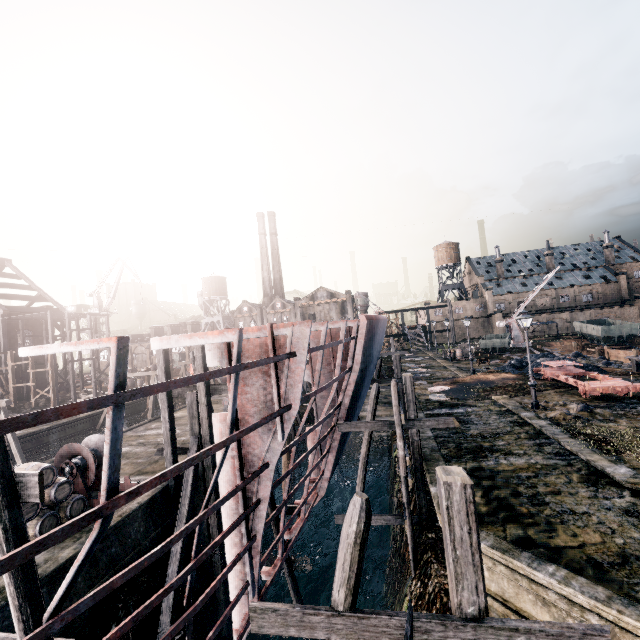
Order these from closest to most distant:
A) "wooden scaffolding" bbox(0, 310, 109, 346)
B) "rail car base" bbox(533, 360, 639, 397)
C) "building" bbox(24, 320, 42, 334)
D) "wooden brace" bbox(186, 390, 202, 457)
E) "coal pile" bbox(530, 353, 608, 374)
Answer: "wooden brace" bbox(186, 390, 202, 457)
"rail car base" bbox(533, 360, 639, 397)
"coal pile" bbox(530, 353, 608, 374)
"wooden scaffolding" bbox(0, 310, 109, 346)
"building" bbox(24, 320, 42, 334)

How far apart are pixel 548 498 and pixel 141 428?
27.56m

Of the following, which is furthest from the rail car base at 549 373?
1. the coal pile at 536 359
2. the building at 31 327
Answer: the building at 31 327

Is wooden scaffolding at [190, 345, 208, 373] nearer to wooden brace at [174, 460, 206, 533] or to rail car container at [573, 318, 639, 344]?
wooden brace at [174, 460, 206, 533]

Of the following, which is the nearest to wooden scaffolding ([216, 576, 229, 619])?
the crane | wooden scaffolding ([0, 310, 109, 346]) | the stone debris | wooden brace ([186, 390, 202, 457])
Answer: wooden brace ([186, 390, 202, 457])

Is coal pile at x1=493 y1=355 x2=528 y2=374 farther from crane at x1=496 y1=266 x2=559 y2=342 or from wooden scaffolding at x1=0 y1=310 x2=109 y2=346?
wooden scaffolding at x1=0 y1=310 x2=109 y2=346

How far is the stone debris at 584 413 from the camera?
16.3m

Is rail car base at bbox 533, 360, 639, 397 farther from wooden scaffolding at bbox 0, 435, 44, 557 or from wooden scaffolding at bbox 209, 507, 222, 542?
wooden scaffolding at bbox 0, 435, 44, 557
